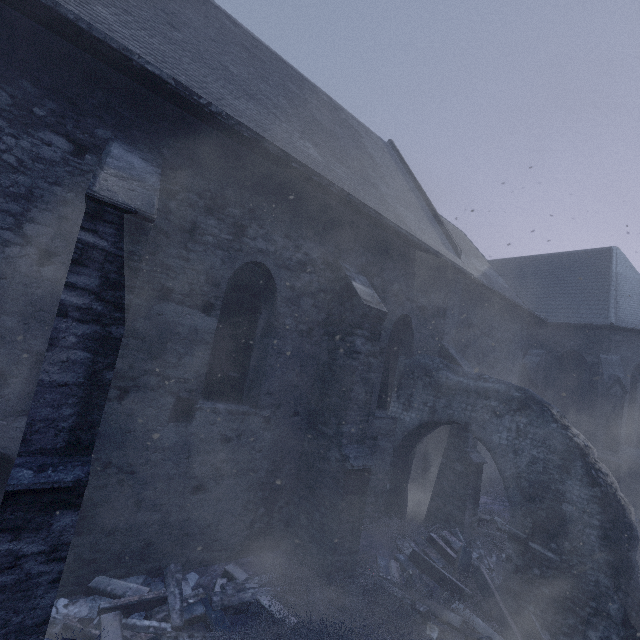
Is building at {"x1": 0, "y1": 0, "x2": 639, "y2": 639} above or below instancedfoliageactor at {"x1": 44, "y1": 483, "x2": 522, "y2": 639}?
above

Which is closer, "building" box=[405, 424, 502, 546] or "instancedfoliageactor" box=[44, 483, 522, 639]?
"instancedfoliageactor" box=[44, 483, 522, 639]

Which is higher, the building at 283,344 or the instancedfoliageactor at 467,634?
the building at 283,344

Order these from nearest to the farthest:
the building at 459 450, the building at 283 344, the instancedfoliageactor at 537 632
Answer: the building at 283 344 < the instancedfoliageactor at 537 632 < the building at 459 450

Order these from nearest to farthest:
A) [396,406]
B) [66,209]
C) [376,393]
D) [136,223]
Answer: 1. [136,223]
2. [66,209]
3. [376,393]
4. [396,406]

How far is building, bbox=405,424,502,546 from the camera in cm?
795

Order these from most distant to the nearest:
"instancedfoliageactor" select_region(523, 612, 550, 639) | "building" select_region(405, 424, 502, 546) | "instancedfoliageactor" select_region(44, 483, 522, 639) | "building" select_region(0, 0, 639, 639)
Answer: "building" select_region(405, 424, 502, 546)
"instancedfoliageactor" select_region(523, 612, 550, 639)
"instancedfoliageactor" select_region(44, 483, 522, 639)
"building" select_region(0, 0, 639, 639)
